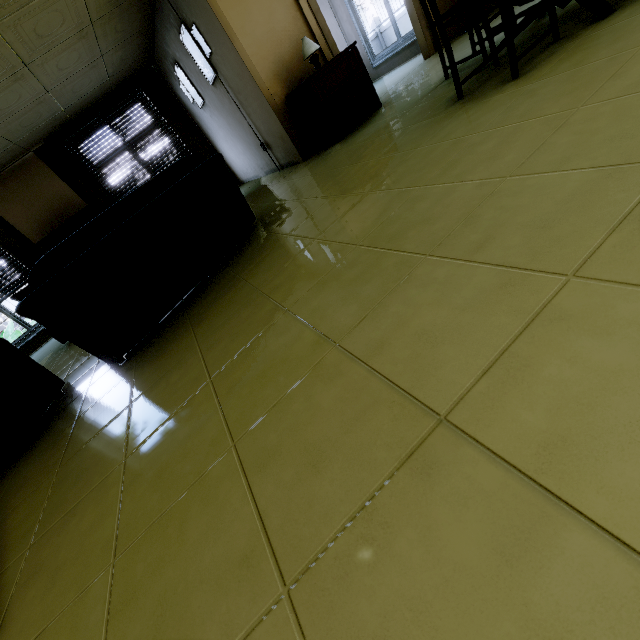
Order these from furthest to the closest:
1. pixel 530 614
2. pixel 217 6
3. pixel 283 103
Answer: pixel 283 103
pixel 217 6
pixel 530 614

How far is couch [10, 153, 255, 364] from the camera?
2.16m

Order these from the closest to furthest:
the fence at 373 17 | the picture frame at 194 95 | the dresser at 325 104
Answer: the dresser at 325 104 < the picture frame at 194 95 < the fence at 373 17

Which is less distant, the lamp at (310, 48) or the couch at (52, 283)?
the couch at (52, 283)

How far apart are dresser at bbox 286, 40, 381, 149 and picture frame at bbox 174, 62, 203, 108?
2.60m

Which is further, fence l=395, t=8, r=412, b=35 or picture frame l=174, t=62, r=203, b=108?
fence l=395, t=8, r=412, b=35

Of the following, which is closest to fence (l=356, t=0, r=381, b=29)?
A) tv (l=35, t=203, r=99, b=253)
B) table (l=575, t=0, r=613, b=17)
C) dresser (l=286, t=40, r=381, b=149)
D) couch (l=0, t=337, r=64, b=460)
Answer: tv (l=35, t=203, r=99, b=253)

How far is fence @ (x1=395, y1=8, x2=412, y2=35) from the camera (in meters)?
13.41
